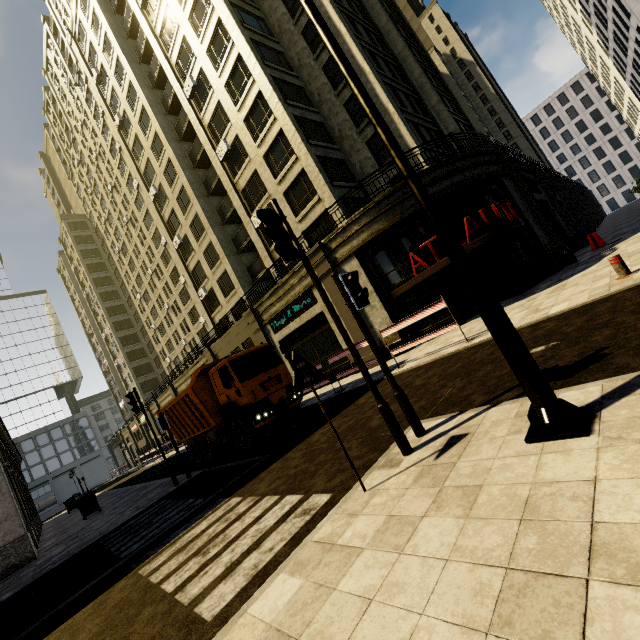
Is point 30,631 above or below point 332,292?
below

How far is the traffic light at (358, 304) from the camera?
4.6m

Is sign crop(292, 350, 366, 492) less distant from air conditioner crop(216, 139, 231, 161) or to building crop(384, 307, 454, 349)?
building crop(384, 307, 454, 349)

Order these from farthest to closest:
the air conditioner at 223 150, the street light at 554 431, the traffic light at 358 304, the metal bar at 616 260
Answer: the air conditioner at 223 150 → the metal bar at 616 260 → the traffic light at 358 304 → the street light at 554 431

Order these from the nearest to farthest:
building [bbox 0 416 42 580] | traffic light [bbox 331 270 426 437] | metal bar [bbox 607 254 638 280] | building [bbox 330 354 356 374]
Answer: traffic light [bbox 331 270 426 437]
metal bar [bbox 607 254 638 280]
building [bbox 0 416 42 580]
building [bbox 330 354 356 374]

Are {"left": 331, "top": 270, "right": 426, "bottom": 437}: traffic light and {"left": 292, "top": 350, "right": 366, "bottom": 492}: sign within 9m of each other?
yes

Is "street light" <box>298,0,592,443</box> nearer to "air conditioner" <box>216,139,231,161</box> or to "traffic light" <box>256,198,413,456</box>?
"traffic light" <box>256,198,413,456</box>

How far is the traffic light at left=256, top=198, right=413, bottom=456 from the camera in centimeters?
423cm
